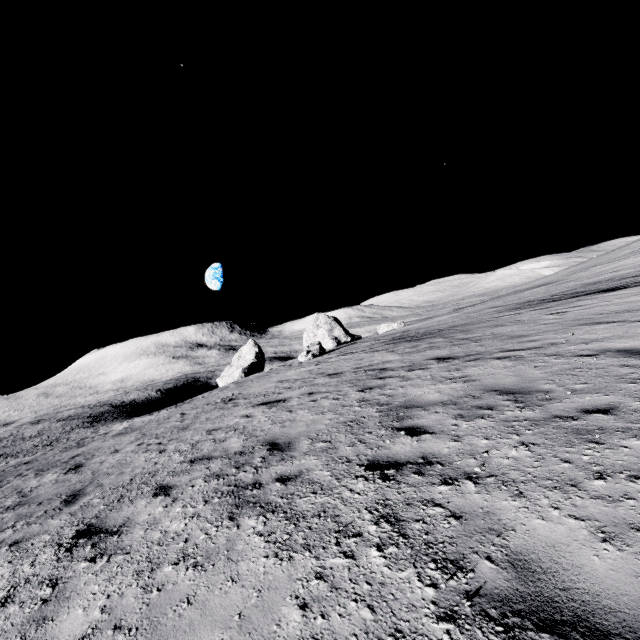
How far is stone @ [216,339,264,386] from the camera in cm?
4144

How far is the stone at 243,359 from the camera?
41.4m

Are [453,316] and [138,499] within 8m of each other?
no
